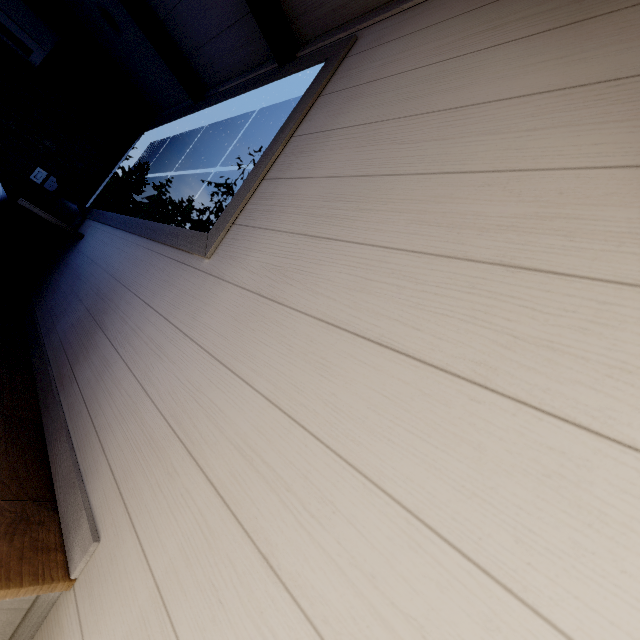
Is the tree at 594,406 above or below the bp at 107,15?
below

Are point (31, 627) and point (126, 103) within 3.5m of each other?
no

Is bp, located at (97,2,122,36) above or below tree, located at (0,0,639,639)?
above

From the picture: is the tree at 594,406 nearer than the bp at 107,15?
Yes

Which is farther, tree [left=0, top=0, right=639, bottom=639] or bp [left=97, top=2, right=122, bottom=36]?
bp [left=97, top=2, right=122, bottom=36]
